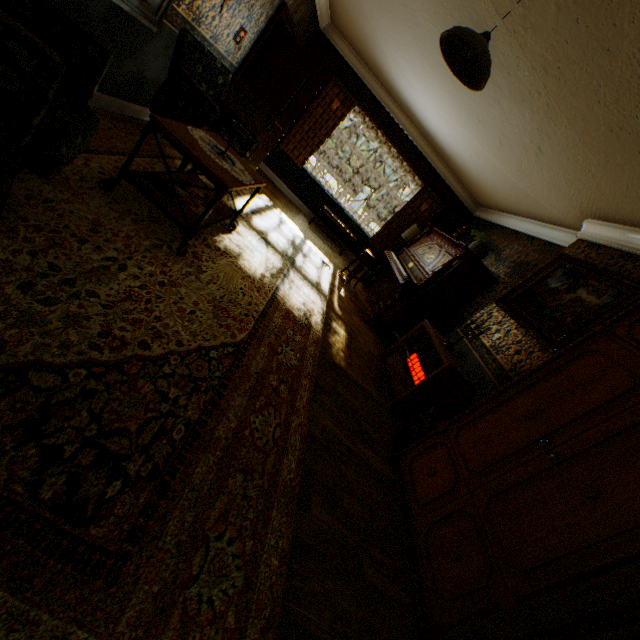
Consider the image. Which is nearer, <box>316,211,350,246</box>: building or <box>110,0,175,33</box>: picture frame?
<box>110,0,175,33</box>: picture frame

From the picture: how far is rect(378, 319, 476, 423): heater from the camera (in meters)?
3.63

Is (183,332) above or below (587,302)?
below

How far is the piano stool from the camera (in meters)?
6.39

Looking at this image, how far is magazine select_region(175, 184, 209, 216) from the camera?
2.88m

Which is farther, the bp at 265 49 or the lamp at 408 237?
the lamp at 408 237

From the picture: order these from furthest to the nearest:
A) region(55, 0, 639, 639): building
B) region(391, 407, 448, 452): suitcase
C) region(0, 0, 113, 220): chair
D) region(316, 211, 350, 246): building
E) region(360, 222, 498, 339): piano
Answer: region(316, 211, 350, 246): building, region(360, 222, 498, 339): piano, region(391, 407, 448, 452): suitcase, region(55, 0, 639, 639): building, region(0, 0, 113, 220): chair

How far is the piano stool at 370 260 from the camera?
6.4m
